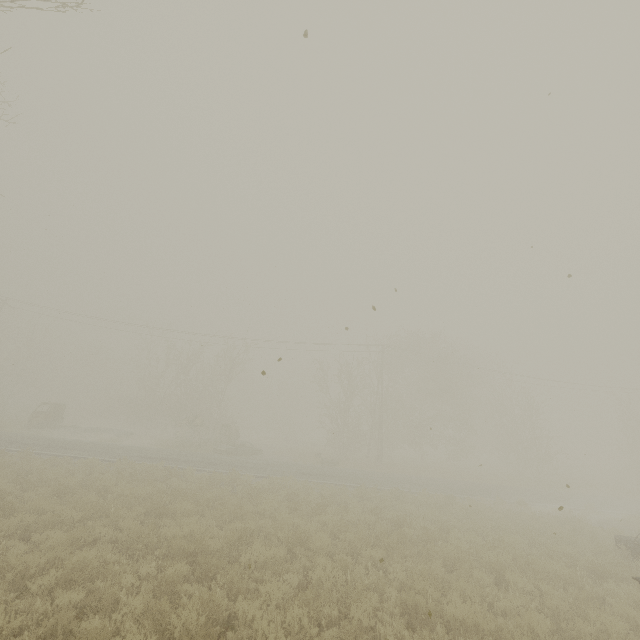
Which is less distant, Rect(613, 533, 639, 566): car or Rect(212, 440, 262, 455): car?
Rect(613, 533, 639, 566): car

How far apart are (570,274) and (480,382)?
50.0m

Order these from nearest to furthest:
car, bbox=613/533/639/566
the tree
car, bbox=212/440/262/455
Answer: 1. car, bbox=613/533/639/566
2. car, bbox=212/440/262/455
3. the tree

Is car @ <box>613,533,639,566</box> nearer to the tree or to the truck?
the tree

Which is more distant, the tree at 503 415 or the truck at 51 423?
the tree at 503 415

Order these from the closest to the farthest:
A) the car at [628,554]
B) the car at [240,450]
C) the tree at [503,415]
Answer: the car at [628,554] < the car at [240,450] < the tree at [503,415]

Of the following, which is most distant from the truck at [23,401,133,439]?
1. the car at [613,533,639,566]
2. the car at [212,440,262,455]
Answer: the car at [613,533,639,566]

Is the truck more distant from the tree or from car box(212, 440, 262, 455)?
the tree
